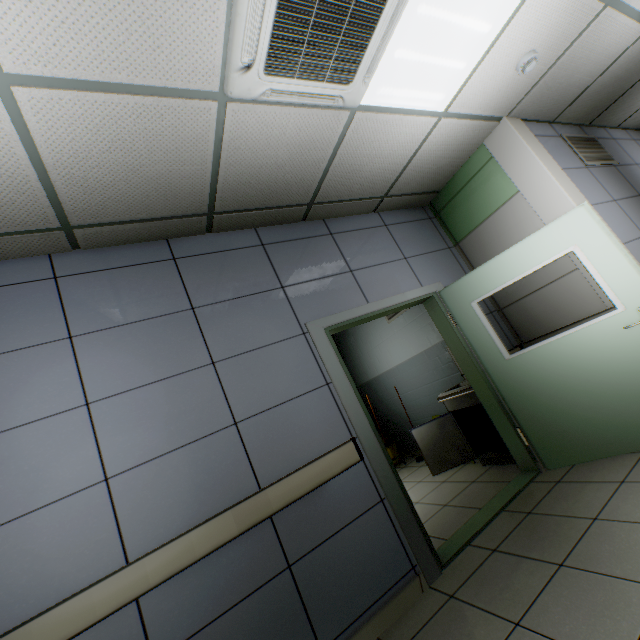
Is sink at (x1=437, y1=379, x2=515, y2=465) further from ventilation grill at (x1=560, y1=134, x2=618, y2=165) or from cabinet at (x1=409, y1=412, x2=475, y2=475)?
ventilation grill at (x1=560, y1=134, x2=618, y2=165)

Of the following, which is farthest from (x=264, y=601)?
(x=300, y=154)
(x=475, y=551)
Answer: (x=300, y=154)

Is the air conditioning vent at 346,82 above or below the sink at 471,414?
above

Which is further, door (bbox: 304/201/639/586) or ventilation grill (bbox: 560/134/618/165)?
ventilation grill (bbox: 560/134/618/165)

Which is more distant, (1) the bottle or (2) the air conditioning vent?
(1) the bottle

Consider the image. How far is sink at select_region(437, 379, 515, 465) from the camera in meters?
3.8

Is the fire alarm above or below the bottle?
above

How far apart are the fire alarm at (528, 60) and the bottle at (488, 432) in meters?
3.6 m
